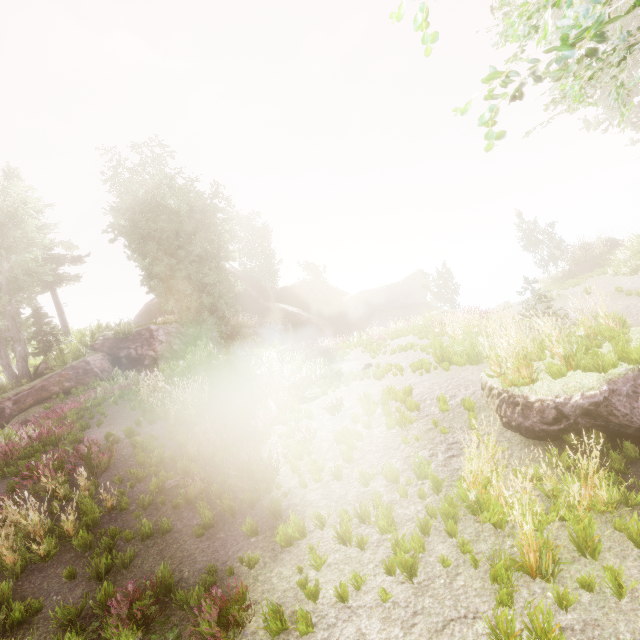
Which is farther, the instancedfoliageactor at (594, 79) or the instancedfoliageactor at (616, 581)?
the instancedfoliageactor at (616, 581)

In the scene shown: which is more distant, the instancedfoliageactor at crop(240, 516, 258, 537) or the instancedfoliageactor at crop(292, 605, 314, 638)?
the instancedfoliageactor at crop(240, 516, 258, 537)

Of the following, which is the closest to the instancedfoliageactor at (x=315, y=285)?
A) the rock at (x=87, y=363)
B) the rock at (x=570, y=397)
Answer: the rock at (x=87, y=363)

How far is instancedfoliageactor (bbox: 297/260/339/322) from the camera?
36.7 meters

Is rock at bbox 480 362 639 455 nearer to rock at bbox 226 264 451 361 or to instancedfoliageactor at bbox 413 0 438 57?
instancedfoliageactor at bbox 413 0 438 57

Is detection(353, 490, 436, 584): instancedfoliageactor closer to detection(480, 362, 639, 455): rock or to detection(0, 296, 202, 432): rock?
detection(0, 296, 202, 432): rock

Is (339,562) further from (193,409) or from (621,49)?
(193,409)
